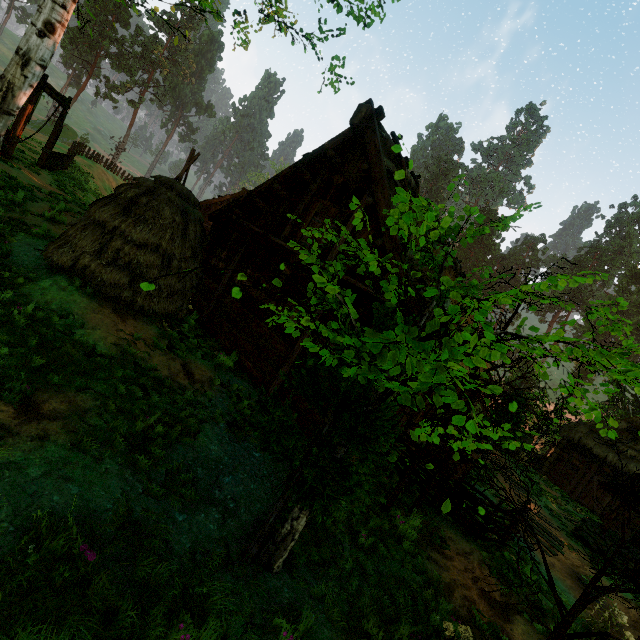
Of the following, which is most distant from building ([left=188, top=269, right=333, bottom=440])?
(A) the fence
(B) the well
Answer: (B) the well

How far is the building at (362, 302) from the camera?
7.3m

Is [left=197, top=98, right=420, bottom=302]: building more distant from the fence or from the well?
the well

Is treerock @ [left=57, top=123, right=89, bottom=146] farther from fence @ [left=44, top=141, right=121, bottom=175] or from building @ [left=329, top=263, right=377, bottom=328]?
fence @ [left=44, top=141, right=121, bottom=175]

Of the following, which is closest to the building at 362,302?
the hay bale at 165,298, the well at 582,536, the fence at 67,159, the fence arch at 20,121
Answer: the fence at 67,159

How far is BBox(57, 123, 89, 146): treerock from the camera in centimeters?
5056cm

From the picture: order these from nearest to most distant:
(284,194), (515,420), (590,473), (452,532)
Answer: (452,532) → (284,194) → (515,420) → (590,473)

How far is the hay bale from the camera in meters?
7.0 m
